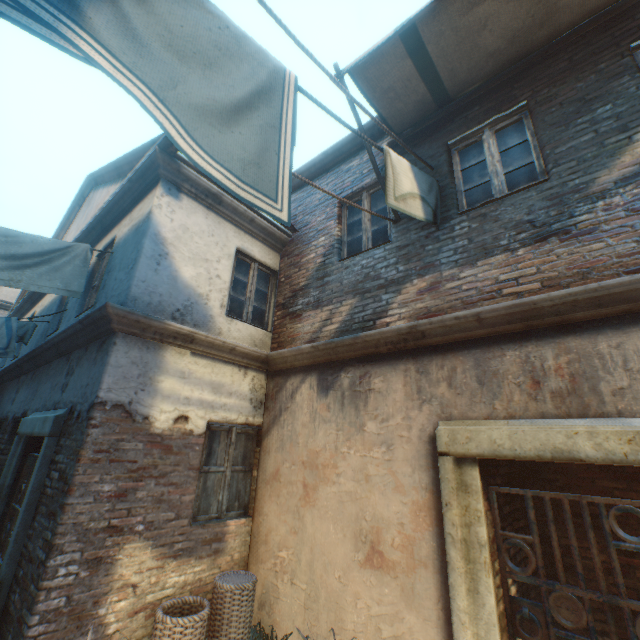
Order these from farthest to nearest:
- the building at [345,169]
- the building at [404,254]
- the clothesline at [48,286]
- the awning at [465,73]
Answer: the building at [345,169]
the clothesline at [48,286]
the awning at [465,73]
the building at [404,254]

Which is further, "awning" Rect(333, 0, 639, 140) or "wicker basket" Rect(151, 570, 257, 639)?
"awning" Rect(333, 0, 639, 140)

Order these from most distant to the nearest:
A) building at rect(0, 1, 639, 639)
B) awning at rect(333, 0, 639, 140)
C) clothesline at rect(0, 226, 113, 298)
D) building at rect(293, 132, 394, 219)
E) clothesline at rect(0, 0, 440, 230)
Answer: building at rect(293, 132, 394, 219)
clothesline at rect(0, 226, 113, 298)
awning at rect(333, 0, 639, 140)
building at rect(0, 1, 639, 639)
clothesline at rect(0, 0, 440, 230)

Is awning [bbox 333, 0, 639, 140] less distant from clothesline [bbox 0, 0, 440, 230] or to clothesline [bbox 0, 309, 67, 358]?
clothesline [bbox 0, 0, 440, 230]

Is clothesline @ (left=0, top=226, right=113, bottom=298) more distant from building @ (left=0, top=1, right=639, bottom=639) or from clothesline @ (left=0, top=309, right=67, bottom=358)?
clothesline @ (left=0, top=309, right=67, bottom=358)

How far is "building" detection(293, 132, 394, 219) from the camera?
5.6m

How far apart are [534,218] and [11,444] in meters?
9.5

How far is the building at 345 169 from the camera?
5.6 meters
